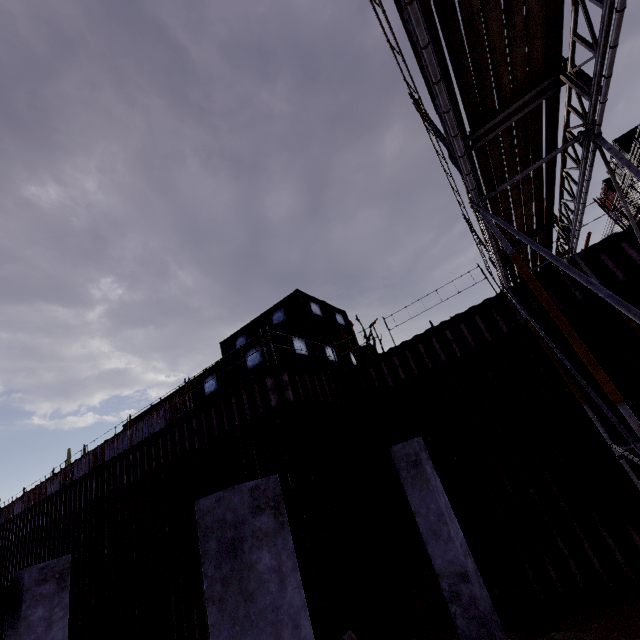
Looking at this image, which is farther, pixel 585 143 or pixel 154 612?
pixel 154 612

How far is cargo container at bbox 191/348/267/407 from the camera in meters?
13.1 m

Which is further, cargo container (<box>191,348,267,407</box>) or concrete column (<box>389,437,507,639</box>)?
cargo container (<box>191,348,267,407</box>)

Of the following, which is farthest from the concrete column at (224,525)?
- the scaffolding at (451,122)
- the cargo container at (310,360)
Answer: the cargo container at (310,360)

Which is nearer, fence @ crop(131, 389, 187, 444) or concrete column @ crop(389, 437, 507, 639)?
concrete column @ crop(389, 437, 507, 639)

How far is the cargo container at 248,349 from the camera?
13.42m

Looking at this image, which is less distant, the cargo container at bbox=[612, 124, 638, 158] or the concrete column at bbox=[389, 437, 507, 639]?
the concrete column at bbox=[389, 437, 507, 639]

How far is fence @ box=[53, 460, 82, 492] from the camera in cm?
1971
